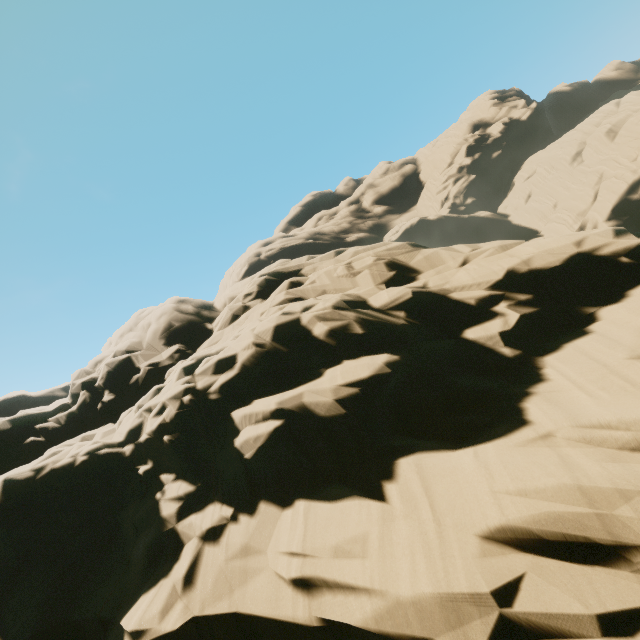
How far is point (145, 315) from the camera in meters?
24.4 m
